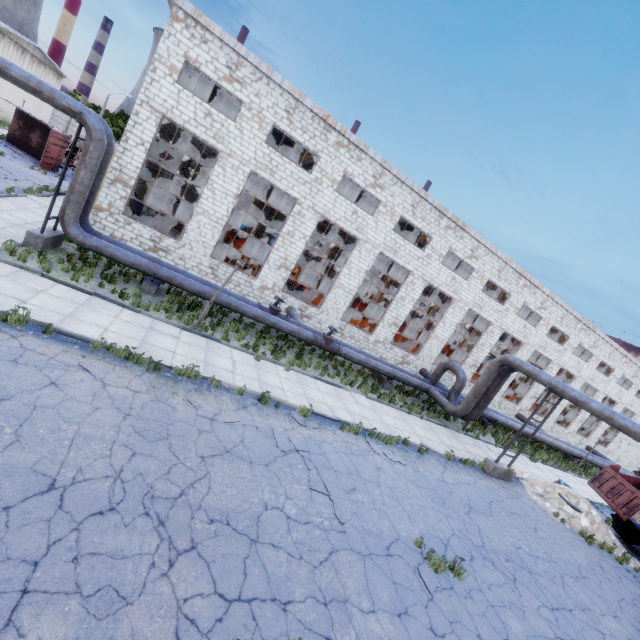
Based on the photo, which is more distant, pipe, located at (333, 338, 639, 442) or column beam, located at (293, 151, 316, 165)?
column beam, located at (293, 151, 316, 165)

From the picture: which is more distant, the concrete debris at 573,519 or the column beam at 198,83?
the column beam at 198,83

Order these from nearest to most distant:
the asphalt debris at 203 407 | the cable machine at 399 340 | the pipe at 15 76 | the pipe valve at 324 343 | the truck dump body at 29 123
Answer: the asphalt debris at 203 407
the pipe at 15 76
the pipe valve at 324 343
the truck dump body at 29 123
the cable machine at 399 340

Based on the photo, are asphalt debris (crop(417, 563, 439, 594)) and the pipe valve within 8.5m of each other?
no

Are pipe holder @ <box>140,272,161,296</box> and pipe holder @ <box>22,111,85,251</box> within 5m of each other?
yes

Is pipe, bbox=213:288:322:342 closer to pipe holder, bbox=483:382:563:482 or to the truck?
pipe holder, bbox=483:382:563:482

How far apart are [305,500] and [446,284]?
19.2 meters

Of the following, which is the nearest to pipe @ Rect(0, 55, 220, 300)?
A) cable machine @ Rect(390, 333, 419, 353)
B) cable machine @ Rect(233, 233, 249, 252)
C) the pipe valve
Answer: the pipe valve
